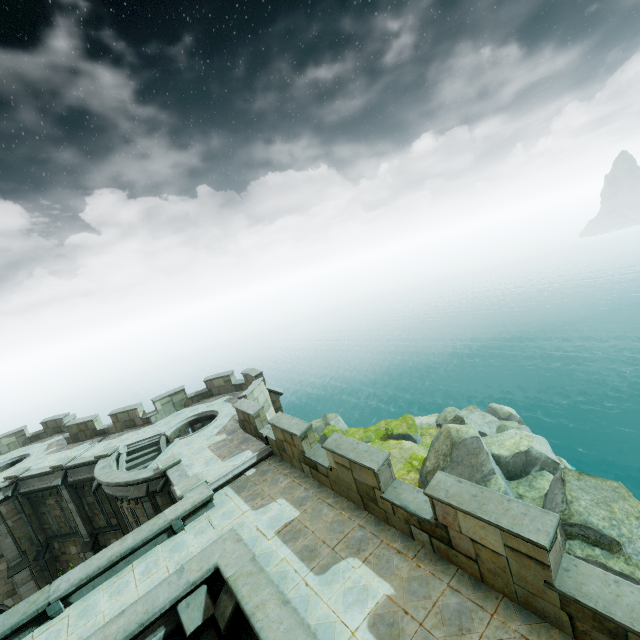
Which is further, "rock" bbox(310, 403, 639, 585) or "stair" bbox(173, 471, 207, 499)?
"rock" bbox(310, 403, 639, 585)

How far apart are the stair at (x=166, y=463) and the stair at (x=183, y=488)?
2.01m

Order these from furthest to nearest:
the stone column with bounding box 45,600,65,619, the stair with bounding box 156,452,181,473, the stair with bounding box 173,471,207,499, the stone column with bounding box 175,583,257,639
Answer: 1. the stair with bounding box 156,452,181,473
2. the stair with bounding box 173,471,207,499
3. the stone column with bounding box 45,600,65,619
4. the stone column with bounding box 175,583,257,639

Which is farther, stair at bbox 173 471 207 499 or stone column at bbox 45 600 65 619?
stair at bbox 173 471 207 499

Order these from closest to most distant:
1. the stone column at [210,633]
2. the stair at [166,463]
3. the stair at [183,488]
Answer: Result:
1. the stone column at [210,633]
2. the stair at [183,488]
3. the stair at [166,463]

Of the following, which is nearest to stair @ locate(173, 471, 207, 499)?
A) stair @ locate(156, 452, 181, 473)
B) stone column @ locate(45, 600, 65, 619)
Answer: stair @ locate(156, 452, 181, 473)

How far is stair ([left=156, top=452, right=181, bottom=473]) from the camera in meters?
14.3 m

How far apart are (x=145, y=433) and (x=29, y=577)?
10.3m
